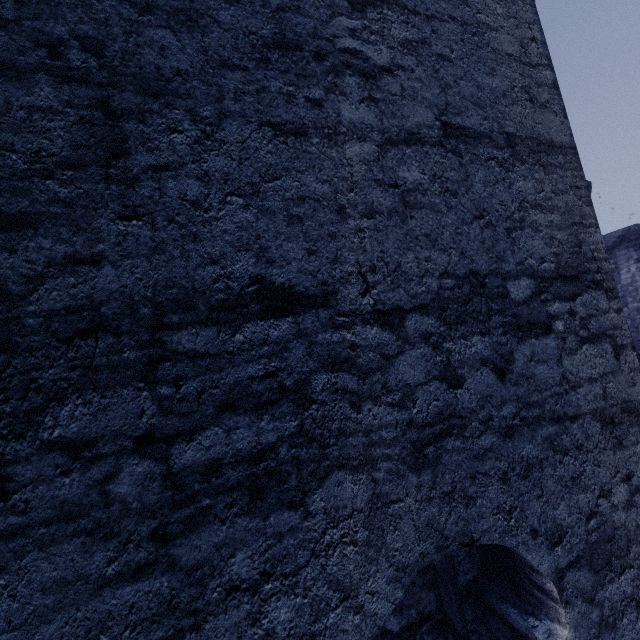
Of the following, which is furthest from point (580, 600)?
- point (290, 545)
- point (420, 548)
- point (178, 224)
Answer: point (178, 224)
